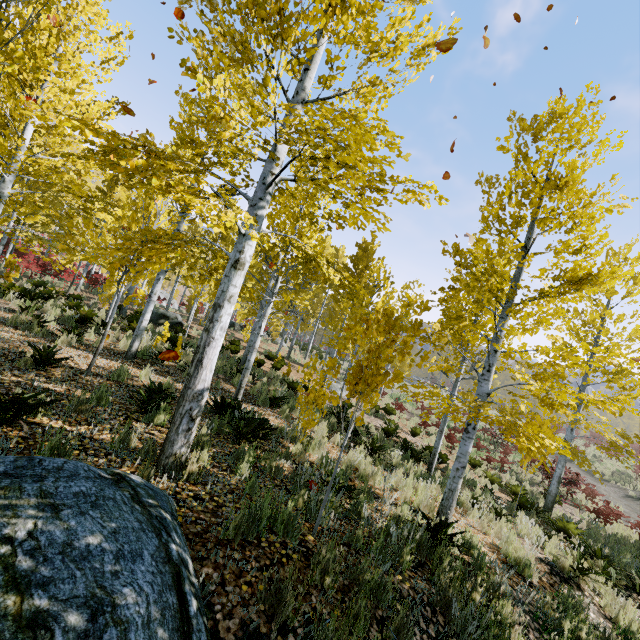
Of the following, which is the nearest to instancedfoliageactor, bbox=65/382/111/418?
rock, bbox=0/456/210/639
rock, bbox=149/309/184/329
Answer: rock, bbox=0/456/210/639

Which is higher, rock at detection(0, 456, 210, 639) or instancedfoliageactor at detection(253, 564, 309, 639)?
rock at detection(0, 456, 210, 639)

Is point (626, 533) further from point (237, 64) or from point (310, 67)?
point (237, 64)

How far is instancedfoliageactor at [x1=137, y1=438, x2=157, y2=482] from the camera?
3.5 meters

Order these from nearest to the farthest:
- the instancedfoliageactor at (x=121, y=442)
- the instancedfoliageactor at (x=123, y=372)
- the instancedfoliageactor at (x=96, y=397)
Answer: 1. the instancedfoliageactor at (x=121, y=442)
2. the instancedfoliageactor at (x=96, y=397)
3. the instancedfoliageactor at (x=123, y=372)

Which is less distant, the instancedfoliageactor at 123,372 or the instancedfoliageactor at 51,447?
the instancedfoliageactor at 51,447

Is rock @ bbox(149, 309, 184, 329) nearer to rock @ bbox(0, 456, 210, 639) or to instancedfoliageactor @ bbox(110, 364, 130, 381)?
instancedfoliageactor @ bbox(110, 364, 130, 381)
